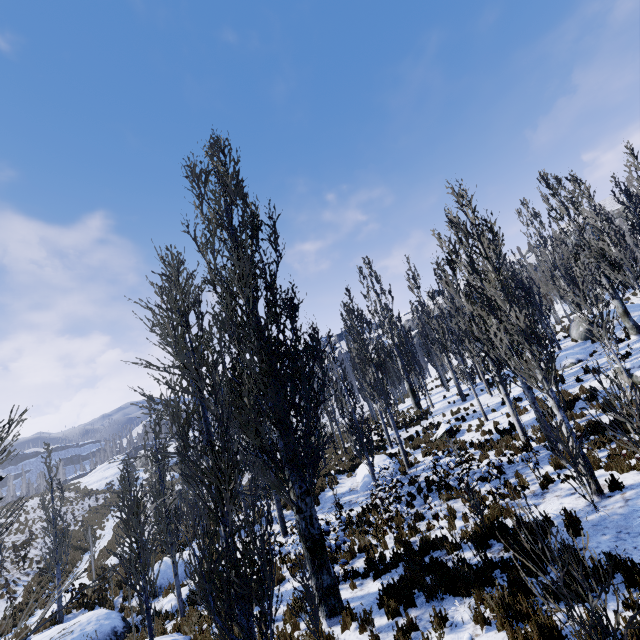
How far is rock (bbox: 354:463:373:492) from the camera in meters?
16.7

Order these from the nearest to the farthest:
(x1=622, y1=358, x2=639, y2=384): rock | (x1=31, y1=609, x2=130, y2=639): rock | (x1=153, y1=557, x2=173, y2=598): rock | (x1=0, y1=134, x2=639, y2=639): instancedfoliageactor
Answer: (x1=0, y1=134, x2=639, y2=639): instancedfoliageactor, (x1=31, y1=609, x2=130, y2=639): rock, (x1=622, y1=358, x2=639, y2=384): rock, (x1=153, y1=557, x2=173, y2=598): rock

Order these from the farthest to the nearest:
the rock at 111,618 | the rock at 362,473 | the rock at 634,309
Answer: the rock at 634,309 < the rock at 362,473 < the rock at 111,618

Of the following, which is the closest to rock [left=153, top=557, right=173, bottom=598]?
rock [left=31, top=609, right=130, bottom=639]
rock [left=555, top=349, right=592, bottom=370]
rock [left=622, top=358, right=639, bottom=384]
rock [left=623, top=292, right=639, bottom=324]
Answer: rock [left=31, top=609, right=130, bottom=639]

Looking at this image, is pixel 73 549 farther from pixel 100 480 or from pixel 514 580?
pixel 514 580

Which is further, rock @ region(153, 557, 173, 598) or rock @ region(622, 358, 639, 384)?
rock @ region(153, 557, 173, 598)

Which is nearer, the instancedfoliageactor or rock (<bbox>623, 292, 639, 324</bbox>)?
the instancedfoliageactor

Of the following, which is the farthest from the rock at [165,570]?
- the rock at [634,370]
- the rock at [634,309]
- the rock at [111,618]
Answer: the rock at [634,370]
